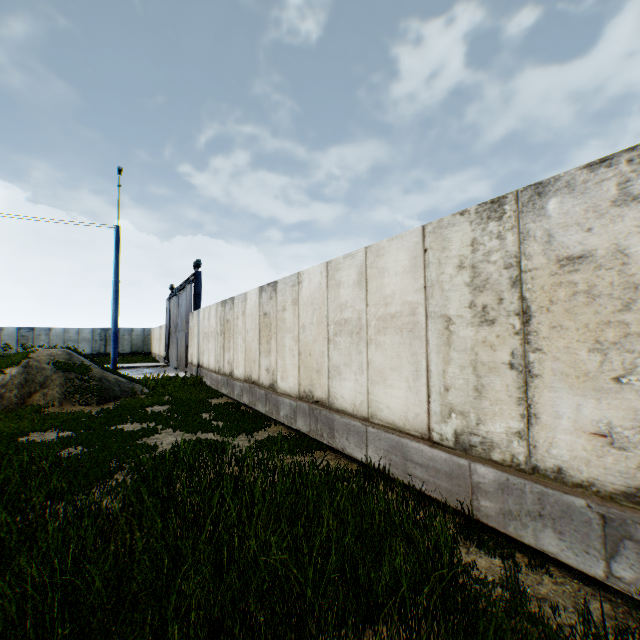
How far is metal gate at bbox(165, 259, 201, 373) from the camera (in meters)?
19.16

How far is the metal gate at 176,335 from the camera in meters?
19.2 m

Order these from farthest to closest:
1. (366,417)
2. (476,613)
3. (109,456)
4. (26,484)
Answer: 1. (109,456)
2. (366,417)
3. (26,484)
4. (476,613)
